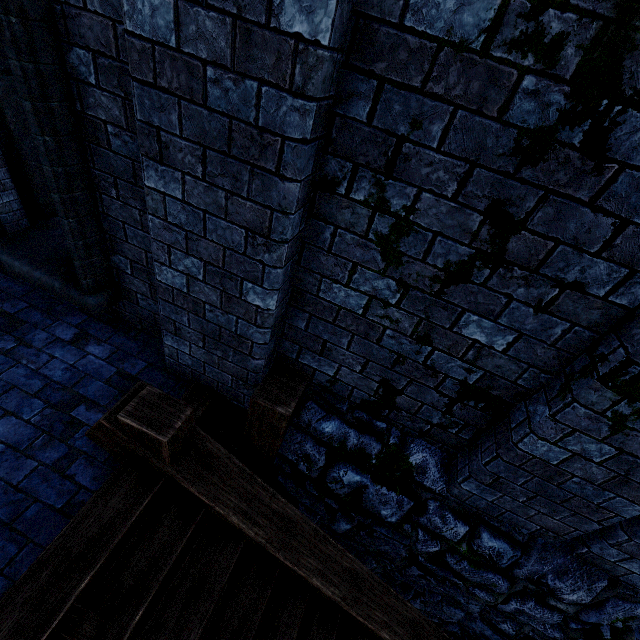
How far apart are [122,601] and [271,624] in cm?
120

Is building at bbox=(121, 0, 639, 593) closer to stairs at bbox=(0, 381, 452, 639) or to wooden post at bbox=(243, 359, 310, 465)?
wooden post at bbox=(243, 359, 310, 465)

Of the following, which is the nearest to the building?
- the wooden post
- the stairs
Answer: the wooden post

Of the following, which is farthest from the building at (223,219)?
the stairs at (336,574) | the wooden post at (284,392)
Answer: the stairs at (336,574)

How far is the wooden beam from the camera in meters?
3.0

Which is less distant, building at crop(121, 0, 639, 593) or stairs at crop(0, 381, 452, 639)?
building at crop(121, 0, 639, 593)

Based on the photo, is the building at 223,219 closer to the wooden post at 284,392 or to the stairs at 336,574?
the wooden post at 284,392

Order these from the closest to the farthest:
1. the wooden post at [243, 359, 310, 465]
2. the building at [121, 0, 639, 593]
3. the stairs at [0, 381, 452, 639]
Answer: the building at [121, 0, 639, 593]
the stairs at [0, 381, 452, 639]
the wooden post at [243, 359, 310, 465]
